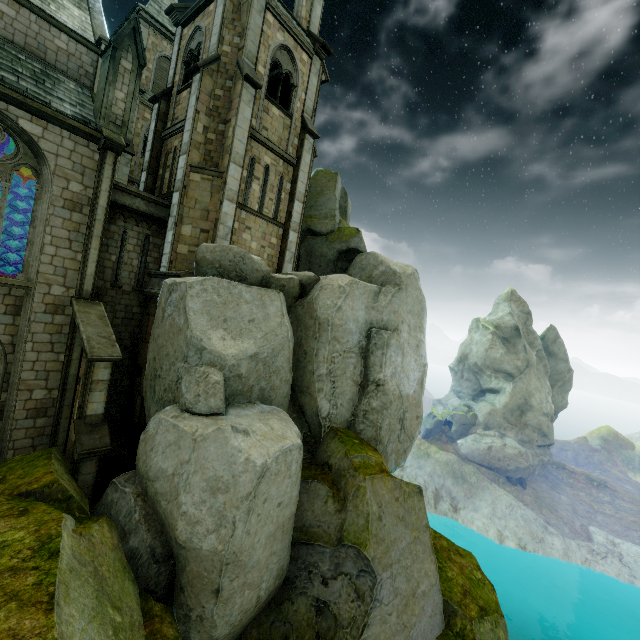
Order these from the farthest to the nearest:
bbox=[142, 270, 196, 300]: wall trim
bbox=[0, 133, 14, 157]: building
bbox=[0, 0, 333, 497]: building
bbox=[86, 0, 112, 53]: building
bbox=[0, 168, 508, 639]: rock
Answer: bbox=[86, 0, 112, 53]: building → bbox=[0, 133, 14, 157]: building → bbox=[142, 270, 196, 300]: wall trim → bbox=[0, 0, 333, 497]: building → bbox=[0, 168, 508, 639]: rock

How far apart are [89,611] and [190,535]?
2.24m

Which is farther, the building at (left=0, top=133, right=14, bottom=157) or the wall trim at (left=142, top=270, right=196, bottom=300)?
the building at (left=0, top=133, right=14, bottom=157)

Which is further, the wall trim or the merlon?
the wall trim

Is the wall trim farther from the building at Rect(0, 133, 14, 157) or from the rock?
the building at Rect(0, 133, 14, 157)

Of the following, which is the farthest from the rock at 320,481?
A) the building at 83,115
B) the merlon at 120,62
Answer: the merlon at 120,62

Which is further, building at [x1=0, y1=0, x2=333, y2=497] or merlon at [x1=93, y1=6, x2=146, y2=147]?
merlon at [x1=93, y1=6, x2=146, y2=147]

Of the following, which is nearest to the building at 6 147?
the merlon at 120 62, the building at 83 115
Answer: the merlon at 120 62
